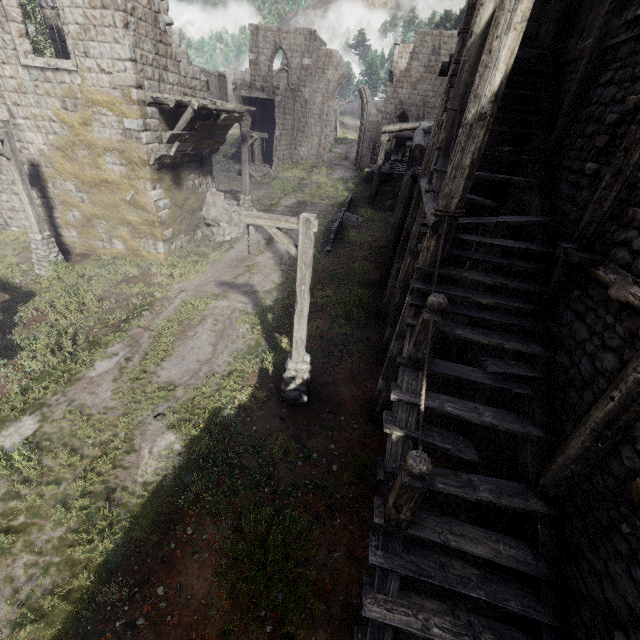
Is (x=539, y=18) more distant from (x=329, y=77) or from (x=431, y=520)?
(x=329, y=77)

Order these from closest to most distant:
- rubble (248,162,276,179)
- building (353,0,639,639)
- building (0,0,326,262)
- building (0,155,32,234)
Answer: building (353,0,639,639) < building (0,0,326,262) < building (0,155,32,234) < rubble (248,162,276,179)

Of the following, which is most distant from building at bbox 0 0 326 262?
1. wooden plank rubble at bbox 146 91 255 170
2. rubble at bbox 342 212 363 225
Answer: rubble at bbox 342 212 363 225

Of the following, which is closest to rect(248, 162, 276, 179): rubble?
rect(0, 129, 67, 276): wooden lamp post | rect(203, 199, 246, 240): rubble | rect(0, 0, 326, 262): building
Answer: rect(0, 0, 326, 262): building

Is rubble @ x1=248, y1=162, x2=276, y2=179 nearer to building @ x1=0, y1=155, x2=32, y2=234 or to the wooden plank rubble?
building @ x1=0, y1=155, x2=32, y2=234

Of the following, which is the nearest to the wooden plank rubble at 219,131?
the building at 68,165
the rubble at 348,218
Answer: the building at 68,165

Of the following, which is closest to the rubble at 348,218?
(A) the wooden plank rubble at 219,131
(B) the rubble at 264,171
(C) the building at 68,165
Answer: (C) the building at 68,165

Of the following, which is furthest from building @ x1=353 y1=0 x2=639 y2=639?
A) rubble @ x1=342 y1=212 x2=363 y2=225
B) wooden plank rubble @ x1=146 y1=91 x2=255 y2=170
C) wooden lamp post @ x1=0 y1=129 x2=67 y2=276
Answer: rubble @ x1=342 y1=212 x2=363 y2=225
